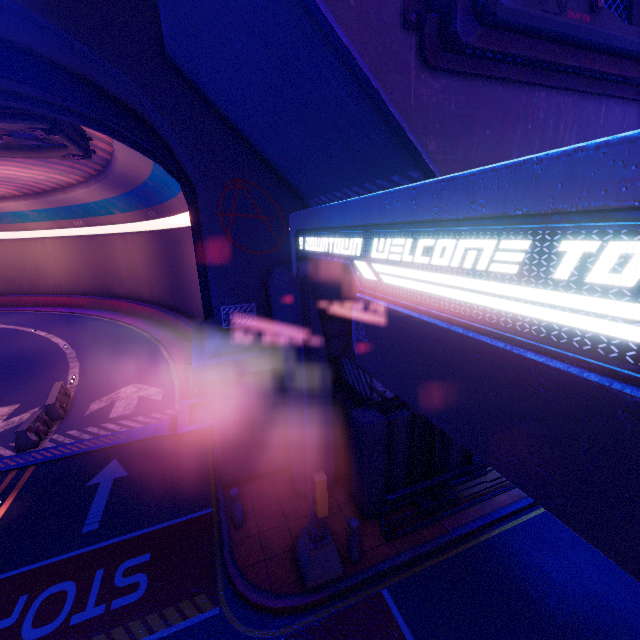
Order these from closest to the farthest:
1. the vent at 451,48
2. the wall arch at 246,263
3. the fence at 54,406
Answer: the vent at 451,48 → the wall arch at 246,263 → the fence at 54,406

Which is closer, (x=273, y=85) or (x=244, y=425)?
(x=273, y=85)

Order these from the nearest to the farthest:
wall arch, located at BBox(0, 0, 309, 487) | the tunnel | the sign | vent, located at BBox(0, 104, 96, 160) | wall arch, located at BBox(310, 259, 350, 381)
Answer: the sign
wall arch, located at BBox(0, 0, 309, 487)
wall arch, located at BBox(310, 259, 350, 381)
the tunnel
vent, located at BBox(0, 104, 96, 160)

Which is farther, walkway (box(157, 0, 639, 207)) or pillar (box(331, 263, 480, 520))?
pillar (box(331, 263, 480, 520))

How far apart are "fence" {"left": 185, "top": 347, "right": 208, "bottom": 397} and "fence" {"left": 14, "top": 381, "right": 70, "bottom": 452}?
5.2m

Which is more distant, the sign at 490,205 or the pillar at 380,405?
the pillar at 380,405

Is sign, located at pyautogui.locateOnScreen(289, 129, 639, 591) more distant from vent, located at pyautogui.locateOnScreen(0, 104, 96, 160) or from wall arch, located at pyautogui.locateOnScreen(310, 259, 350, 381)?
vent, located at pyautogui.locateOnScreen(0, 104, 96, 160)

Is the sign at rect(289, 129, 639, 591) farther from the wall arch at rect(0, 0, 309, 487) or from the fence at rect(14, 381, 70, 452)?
the fence at rect(14, 381, 70, 452)
